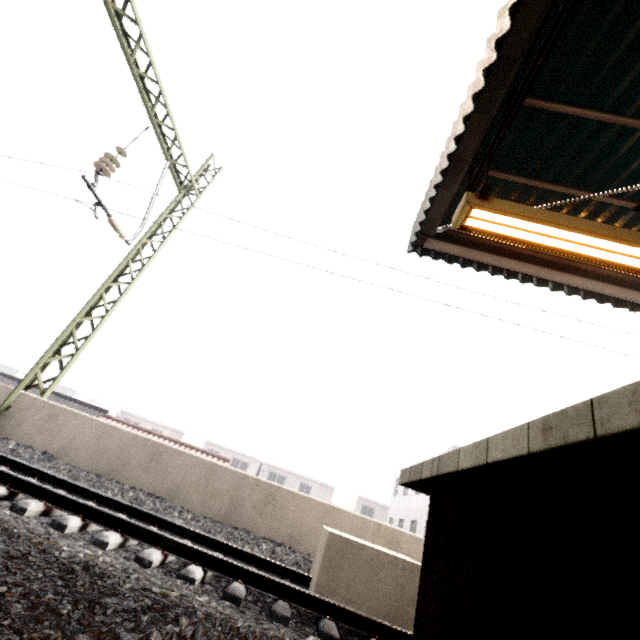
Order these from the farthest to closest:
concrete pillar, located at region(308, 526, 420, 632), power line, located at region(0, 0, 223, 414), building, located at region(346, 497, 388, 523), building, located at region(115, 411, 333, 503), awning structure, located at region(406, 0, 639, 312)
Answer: building, located at region(115, 411, 333, 503)
building, located at region(346, 497, 388, 523)
power line, located at region(0, 0, 223, 414)
concrete pillar, located at region(308, 526, 420, 632)
awning structure, located at region(406, 0, 639, 312)

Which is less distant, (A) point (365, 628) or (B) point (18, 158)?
(A) point (365, 628)

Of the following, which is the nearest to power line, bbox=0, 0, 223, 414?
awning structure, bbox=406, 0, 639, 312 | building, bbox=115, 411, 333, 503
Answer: awning structure, bbox=406, 0, 639, 312

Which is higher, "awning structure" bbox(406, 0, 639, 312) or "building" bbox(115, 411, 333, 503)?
"awning structure" bbox(406, 0, 639, 312)

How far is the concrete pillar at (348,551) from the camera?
3.8 meters

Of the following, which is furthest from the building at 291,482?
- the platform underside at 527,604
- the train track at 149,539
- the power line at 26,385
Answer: the platform underside at 527,604

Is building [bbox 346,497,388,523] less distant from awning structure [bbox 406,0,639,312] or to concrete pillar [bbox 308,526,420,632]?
concrete pillar [bbox 308,526,420,632]

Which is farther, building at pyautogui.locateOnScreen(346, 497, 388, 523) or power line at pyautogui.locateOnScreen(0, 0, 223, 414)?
building at pyautogui.locateOnScreen(346, 497, 388, 523)
